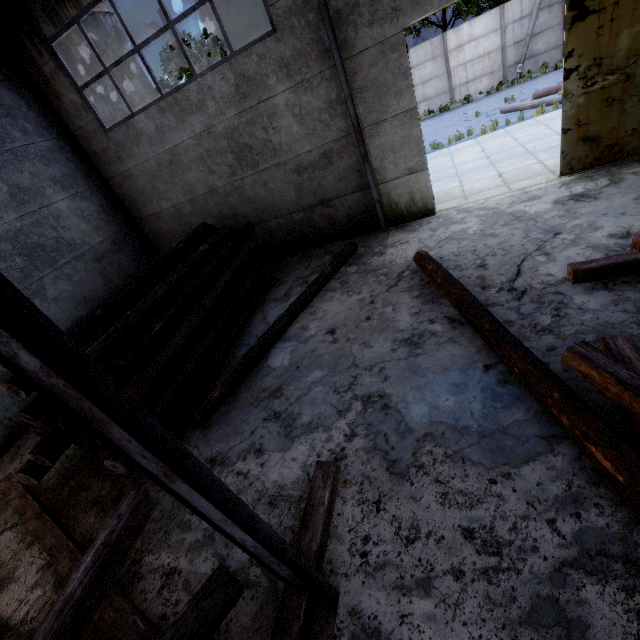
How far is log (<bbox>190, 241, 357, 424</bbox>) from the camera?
5.27m

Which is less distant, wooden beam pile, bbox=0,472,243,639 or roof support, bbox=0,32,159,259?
wooden beam pile, bbox=0,472,243,639

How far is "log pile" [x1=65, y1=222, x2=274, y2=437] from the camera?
5.1m

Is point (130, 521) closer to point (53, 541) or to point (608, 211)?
point (53, 541)

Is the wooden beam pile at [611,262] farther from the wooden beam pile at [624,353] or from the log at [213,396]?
the log at [213,396]

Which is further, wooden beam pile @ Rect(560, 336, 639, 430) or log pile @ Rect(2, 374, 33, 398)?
log pile @ Rect(2, 374, 33, 398)

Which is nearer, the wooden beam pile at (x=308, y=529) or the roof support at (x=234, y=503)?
the roof support at (x=234, y=503)

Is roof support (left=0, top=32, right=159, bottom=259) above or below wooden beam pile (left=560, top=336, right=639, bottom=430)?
above
